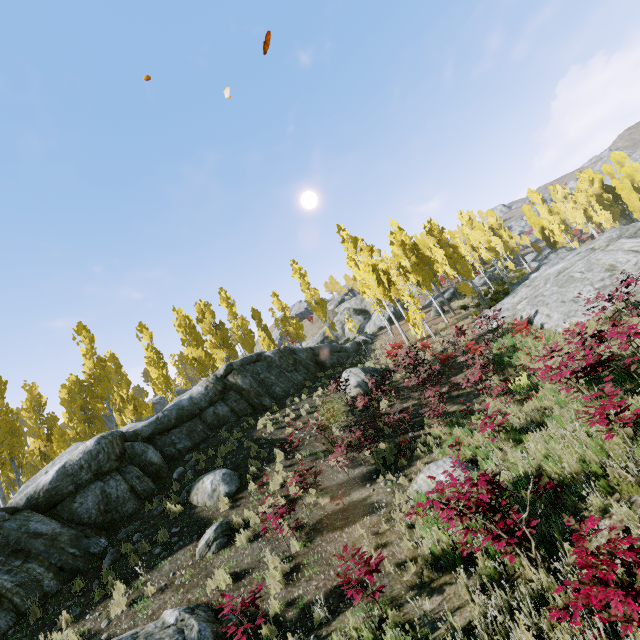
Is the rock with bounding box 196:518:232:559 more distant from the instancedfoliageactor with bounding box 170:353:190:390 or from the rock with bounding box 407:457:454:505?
the rock with bounding box 407:457:454:505

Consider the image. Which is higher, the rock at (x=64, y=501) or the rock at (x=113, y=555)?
the rock at (x=64, y=501)

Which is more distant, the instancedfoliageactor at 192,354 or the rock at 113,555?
the instancedfoliageactor at 192,354

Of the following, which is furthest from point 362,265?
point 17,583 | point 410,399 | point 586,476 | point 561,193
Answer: point 561,193

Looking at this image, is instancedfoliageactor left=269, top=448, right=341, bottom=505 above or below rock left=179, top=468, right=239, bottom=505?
below
